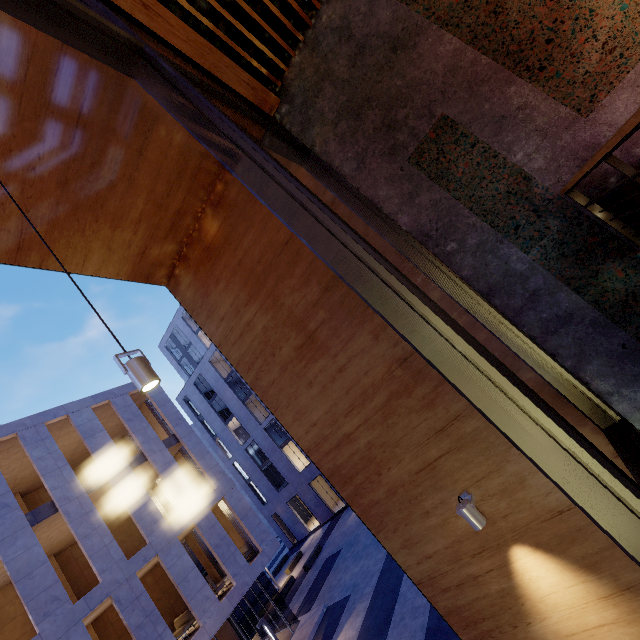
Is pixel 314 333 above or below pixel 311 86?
below

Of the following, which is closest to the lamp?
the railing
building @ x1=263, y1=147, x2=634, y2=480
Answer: building @ x1=263, y1=147, x2=634, y2=480

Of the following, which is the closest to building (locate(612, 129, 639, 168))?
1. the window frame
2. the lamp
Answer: the window frame

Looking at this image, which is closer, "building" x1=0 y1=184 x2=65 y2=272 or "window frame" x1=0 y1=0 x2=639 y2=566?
"window frame" x1=0 y1=0 x2=639 y2=566

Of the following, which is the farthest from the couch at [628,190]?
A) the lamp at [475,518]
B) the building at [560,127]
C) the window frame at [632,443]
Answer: the lamp at [475,518]

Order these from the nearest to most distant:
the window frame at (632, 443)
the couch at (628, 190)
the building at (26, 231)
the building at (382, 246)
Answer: the window frame at (632, 443) → the couch at (628, 190) → the building at (382, 246) → the building at (26, 231)

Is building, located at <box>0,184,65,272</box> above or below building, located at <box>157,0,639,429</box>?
above

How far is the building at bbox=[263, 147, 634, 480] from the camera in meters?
2.8 m
